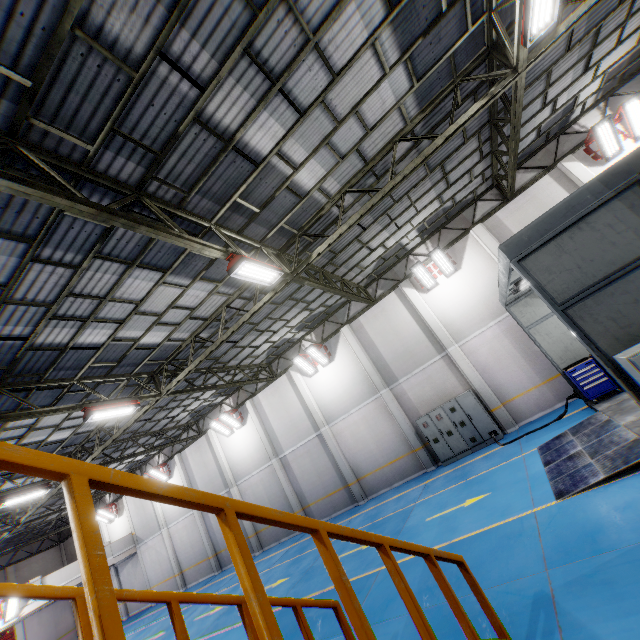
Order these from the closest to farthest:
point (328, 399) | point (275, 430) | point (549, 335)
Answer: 1. point (549, 335)
2. point (328, 399)
3. point (275, 430)

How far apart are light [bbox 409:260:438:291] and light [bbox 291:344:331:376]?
5.9 meters

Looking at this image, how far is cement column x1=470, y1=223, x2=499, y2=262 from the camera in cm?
1398

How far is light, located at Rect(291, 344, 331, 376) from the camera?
17.2 meters

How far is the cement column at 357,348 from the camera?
14.8 meters

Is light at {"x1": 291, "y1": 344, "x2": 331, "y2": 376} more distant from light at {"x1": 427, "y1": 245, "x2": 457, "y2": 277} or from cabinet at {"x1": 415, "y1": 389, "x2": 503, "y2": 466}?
light at {"x1": 427, "y1": 245, "x2": 457, "y2": 277}

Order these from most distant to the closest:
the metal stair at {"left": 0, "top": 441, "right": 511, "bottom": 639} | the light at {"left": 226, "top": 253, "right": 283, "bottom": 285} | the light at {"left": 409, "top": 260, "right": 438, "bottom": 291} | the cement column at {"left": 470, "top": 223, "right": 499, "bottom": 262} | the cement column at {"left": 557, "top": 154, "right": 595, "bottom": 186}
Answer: the light at {"left": 409, "top": 260, "right": 438, "bottom": 291}, the cement column at {"left": 470, "top": 223, "right": 499, "bottom": 262}, the cement column at {"left": 557, "top": 154, "right": 595, "bottom": 186}, the light at {"left": 226, "top": 253, "right": 283, "bottom": 285}, the metal stair at {"left": 0, "top": 441, "right": 511, "bottom": 639}

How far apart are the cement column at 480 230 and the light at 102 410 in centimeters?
1538cm
